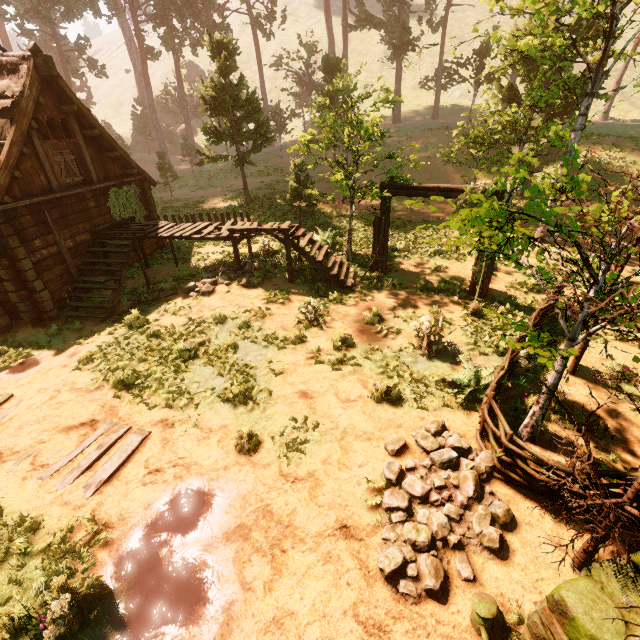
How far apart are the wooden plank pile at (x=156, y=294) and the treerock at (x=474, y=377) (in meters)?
9.14

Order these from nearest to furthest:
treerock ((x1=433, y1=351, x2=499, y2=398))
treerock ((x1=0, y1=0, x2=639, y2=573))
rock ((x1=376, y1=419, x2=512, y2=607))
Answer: treerock ((x1=0, y1=0, x2=639, y2=573)), rock ((x1=376, y1=419, x2=512, y2=607)), treerock ((x1=433, y1=351, x2=499, y2=398))

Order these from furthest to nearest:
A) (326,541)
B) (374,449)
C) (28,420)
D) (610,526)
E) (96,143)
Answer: (96,143), (28,420), (374,449), (326,541), (610,526)

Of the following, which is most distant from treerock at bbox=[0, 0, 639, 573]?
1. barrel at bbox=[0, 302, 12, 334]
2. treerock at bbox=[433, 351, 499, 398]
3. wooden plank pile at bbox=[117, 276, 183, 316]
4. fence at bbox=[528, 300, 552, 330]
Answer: barrel at bbox=[0, 302, 12, 334]

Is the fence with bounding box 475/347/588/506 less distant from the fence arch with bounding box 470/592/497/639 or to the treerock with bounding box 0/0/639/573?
the treerock with bounding box 0/0/639/573

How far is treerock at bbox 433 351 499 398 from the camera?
6.9 meters

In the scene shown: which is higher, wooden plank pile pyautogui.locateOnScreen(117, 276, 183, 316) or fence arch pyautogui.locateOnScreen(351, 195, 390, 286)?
fence arch pyautogui.locateOnScreen(351, 195, 390, 286)

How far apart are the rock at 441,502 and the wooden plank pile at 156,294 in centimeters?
913cm
